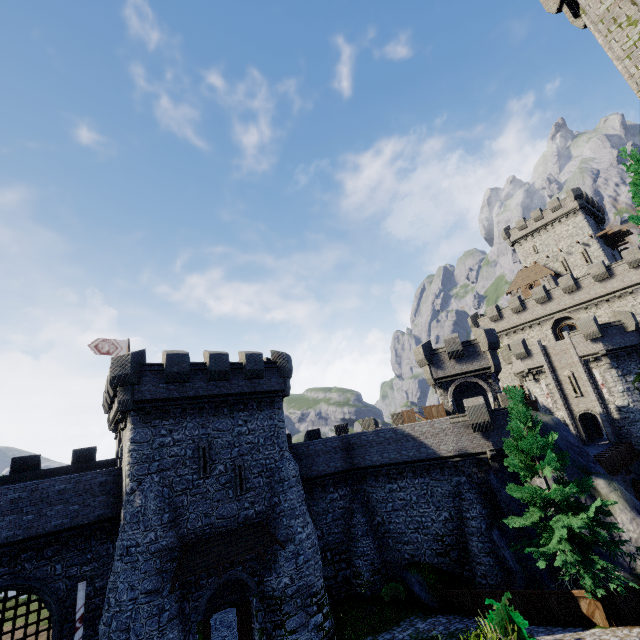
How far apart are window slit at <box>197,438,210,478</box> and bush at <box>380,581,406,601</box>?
13.6m

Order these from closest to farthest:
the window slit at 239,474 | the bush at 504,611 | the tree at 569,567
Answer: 1. the bush at 504,611
2. the tree at 569,567
3. the window slit at 239,474

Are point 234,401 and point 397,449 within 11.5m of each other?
no

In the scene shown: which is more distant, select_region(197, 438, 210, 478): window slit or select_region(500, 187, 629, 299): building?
select_region(500, 187, 629, 299): building

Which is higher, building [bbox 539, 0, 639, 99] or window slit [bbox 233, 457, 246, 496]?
building [bbox 539, 0, 639, 99]

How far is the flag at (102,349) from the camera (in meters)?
25.76

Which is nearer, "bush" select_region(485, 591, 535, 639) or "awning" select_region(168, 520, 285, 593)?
"bush" select_region(485, 591, 535, 639)

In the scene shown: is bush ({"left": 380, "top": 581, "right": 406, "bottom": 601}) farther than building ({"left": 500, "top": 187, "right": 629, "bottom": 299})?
No
